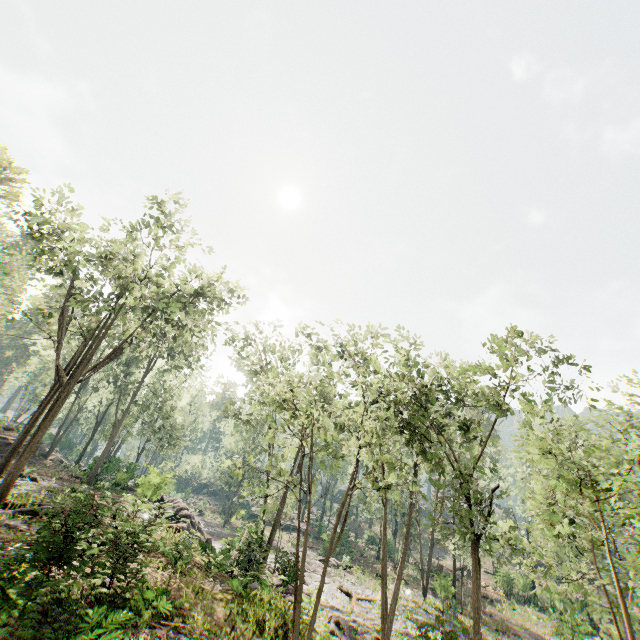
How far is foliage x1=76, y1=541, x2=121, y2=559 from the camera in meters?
7.9 m

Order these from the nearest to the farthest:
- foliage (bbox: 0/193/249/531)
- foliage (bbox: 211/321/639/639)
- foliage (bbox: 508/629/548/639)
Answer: foliage (bbox: 211/321/639/639)
foliage (bbox: 0/193/249/531)
foliage (bbox: 508/629/548/639)

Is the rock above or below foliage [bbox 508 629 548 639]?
above

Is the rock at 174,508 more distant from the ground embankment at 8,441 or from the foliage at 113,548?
the ground embankment at 8,441

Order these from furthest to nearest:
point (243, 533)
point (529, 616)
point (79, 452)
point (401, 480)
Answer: point (79, 452) → point (401, 480) → point (243, 533) → point (529, 616)

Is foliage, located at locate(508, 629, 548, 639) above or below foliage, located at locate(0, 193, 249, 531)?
below

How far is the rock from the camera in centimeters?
1717cm

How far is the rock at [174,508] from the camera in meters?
17.2
